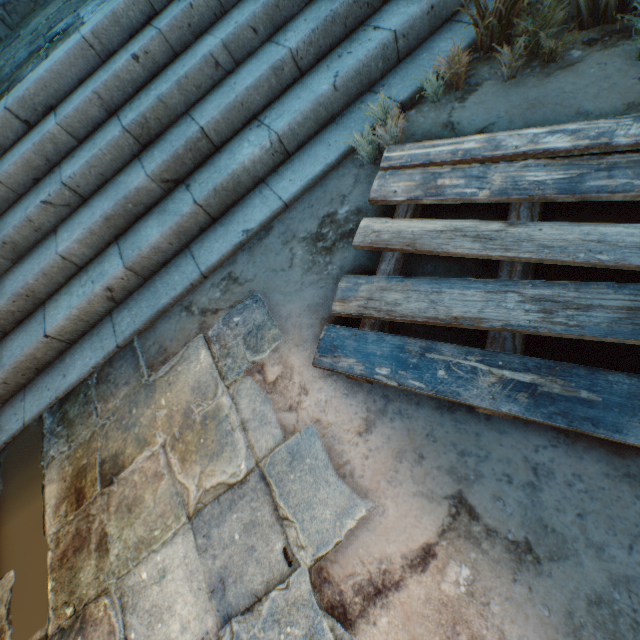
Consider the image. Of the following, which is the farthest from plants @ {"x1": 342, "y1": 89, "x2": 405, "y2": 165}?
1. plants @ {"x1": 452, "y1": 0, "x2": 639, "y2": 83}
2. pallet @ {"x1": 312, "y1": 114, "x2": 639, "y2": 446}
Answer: plants @ {"x1": 452, "y1": 0, "x2": 639, "y2": 83}

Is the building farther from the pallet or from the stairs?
the pallet

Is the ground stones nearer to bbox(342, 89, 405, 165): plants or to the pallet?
the pallet

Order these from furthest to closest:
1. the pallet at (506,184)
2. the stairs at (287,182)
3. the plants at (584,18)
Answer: the stairs at (287,182) < the plants at (584,18) < the pallet at (506,184)

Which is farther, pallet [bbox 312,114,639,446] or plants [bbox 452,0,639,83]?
plants [bbox 452,0,639,83]

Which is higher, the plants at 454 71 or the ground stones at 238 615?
the plants at 454 71

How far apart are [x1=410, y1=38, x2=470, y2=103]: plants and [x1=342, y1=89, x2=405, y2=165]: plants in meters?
0.3 m

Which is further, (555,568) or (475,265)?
(475,265)
